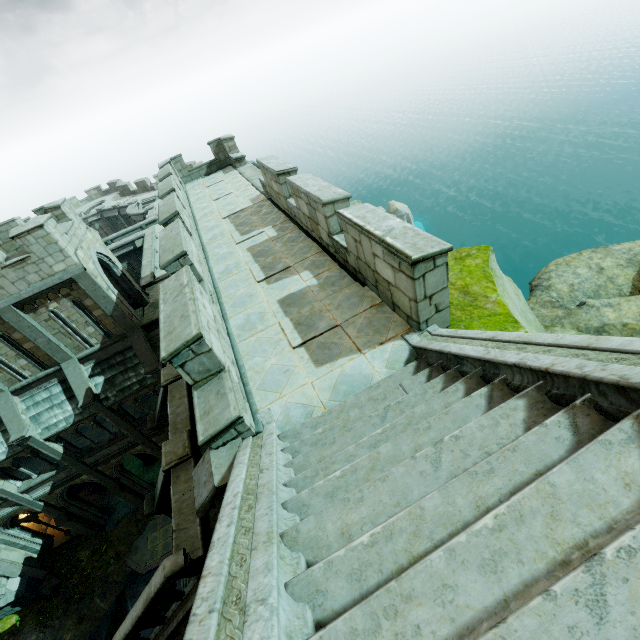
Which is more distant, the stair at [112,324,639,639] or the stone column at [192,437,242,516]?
the stone column at [192,437,242,516]

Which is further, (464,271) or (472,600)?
(464,271)

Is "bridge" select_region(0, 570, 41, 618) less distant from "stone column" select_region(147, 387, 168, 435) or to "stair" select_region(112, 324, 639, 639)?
"stone column" select_region(147, 387, 168, 435)

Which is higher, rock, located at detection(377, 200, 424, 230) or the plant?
the plant

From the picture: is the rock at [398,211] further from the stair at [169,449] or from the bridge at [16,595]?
the bridge at [16,595]

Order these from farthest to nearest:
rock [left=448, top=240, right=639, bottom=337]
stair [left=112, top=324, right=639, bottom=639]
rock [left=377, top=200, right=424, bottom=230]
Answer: rock [left=377, top=200, right=424, bottom=230], rock [left=448, top=240, right=639, bottom=337], stair [left=112, top=324, right=639, bottom=639]

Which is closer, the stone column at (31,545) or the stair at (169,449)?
the stair at (169,449)

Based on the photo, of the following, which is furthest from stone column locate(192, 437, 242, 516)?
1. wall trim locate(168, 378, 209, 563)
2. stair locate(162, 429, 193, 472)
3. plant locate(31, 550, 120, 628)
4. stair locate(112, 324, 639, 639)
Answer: plant locate(31, 550, 120, 628)
